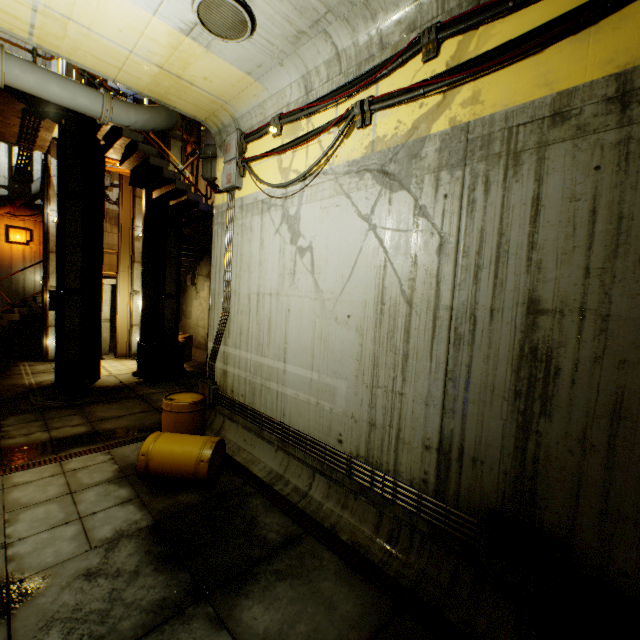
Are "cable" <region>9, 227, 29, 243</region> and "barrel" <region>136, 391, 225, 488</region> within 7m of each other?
no

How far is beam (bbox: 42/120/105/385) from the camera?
9.98m

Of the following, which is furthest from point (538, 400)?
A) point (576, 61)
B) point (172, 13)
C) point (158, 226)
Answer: point (158, 226)

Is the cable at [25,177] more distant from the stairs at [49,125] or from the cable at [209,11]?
the cable at [209,11]

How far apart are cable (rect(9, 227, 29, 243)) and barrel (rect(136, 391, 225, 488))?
13.0 meters

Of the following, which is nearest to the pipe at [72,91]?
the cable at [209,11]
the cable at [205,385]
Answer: the cable at [209,11]

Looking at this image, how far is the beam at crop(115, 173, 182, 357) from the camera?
12.0m

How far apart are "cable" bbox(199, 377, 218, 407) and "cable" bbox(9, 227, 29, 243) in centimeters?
1213cm
